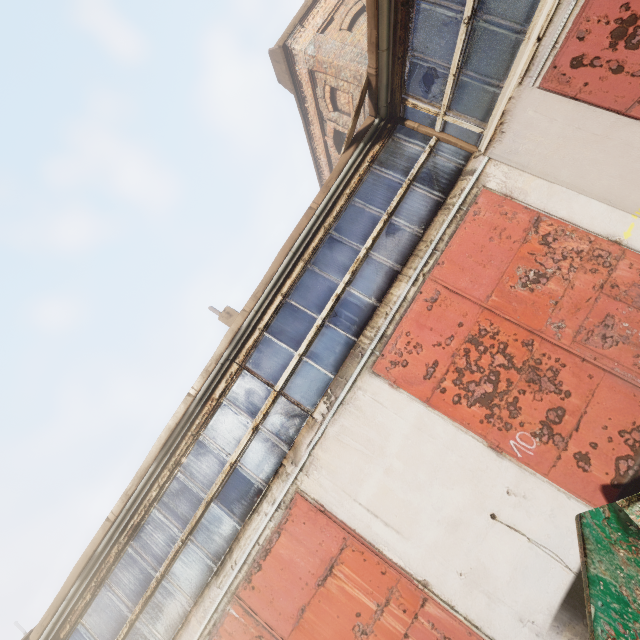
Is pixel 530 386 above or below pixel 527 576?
above
